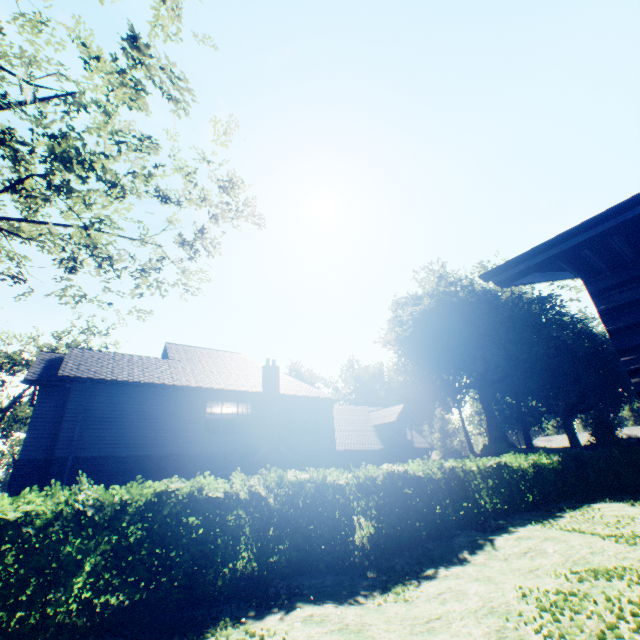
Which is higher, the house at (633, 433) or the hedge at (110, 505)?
the house at (633, 433)

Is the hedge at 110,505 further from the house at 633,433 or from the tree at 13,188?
the house at 633,433

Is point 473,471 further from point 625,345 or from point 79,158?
point 79,158

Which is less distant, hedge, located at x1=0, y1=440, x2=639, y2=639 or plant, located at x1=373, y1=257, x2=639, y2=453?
hedge, located at x1=0, y1=440, x2=639, y2=639

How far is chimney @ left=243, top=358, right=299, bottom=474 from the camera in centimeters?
1803cm

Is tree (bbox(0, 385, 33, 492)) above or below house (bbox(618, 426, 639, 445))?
above

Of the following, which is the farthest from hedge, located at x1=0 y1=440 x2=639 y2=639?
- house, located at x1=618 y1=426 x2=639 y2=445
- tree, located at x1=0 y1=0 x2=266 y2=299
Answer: house, located at x1=618 y1=426 x2=639 y2=445

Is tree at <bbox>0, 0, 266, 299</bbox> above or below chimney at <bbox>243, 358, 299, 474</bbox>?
above
